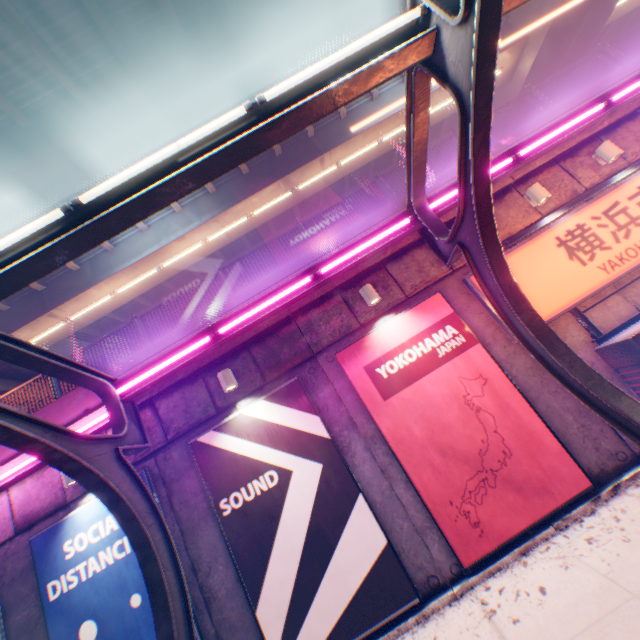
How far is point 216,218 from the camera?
14.49m

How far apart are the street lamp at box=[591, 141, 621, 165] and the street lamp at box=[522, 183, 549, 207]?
1.63m

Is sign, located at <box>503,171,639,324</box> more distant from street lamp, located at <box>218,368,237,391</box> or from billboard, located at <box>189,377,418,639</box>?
street lamp, located at <box>218,368,237,391</box>

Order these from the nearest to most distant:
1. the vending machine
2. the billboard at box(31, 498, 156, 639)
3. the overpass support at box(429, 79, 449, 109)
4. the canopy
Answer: the canopy
the vending machine
the billboard at box(31, 498, 156, 639)
the overpass support at box(429, 79, 449, 109)

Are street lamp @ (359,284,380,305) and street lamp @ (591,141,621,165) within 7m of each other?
yes

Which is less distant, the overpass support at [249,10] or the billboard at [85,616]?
the billboard at [85,616]

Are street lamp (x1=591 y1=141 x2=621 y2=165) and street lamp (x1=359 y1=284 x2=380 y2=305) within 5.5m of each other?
no

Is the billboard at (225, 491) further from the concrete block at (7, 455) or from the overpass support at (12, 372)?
the overpass support at (12, 372)
